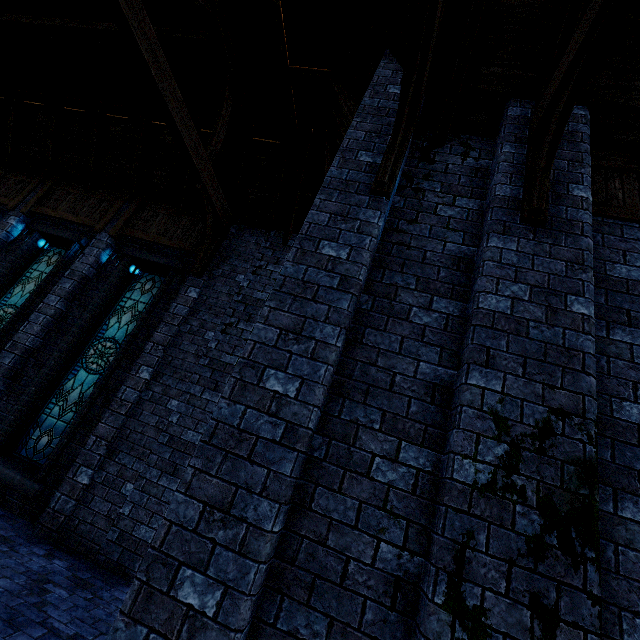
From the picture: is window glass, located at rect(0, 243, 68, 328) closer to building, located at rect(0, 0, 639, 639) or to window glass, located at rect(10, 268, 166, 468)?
building, located at rect(0, 0, 639, 639)

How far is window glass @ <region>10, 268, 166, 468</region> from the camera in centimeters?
637cm

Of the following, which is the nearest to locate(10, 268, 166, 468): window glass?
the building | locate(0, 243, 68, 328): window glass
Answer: the building

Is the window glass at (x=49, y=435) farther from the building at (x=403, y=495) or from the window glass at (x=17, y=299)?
the window glass at (x=17, y=299)

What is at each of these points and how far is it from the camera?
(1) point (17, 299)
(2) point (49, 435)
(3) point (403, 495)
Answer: (1) window glass, 8.0m
(2) window glass, 6.4m
(3) building, 2.6m

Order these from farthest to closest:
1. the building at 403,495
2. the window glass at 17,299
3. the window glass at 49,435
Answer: the window glass at 17,299, the window glass at 49,435, the building at 403,495
